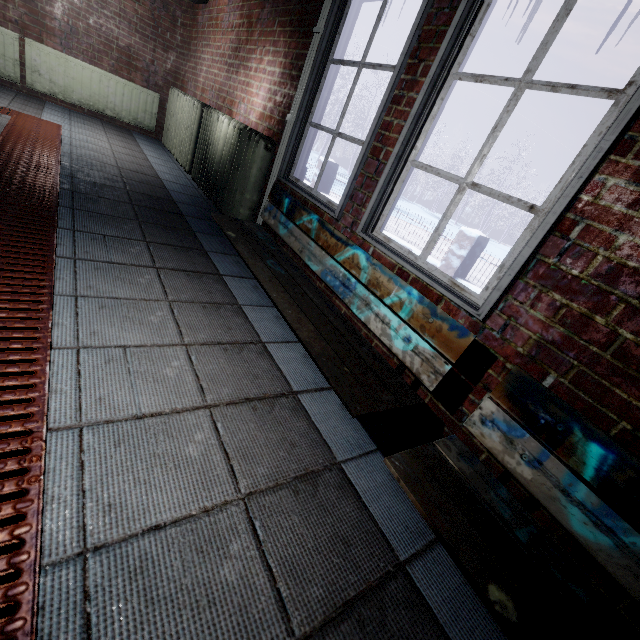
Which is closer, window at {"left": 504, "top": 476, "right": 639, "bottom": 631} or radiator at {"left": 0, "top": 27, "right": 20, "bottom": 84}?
window at {"left": 504, "top": 476, "right": 639, "bottom": 631}

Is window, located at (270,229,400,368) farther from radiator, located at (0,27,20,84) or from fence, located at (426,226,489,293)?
fence, located at (426,226,489,293)

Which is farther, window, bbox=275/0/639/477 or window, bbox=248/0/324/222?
window, bbox=248/0/324/222

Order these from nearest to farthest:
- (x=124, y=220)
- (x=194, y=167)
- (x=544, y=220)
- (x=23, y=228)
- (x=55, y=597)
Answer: (x=55, y=597) → (x=544, y=220) → (x=23, y=228) → (x=124, y=220) → (x=194, y=167)

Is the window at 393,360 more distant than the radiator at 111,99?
No

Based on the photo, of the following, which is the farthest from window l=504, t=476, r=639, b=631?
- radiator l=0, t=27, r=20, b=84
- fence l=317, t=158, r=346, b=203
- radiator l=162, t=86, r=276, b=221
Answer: fence l=317, t=158, r=346, b=203

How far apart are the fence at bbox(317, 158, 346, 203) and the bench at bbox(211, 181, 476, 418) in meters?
4.4

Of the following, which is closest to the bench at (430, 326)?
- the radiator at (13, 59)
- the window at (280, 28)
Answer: the window at (280, 28)
